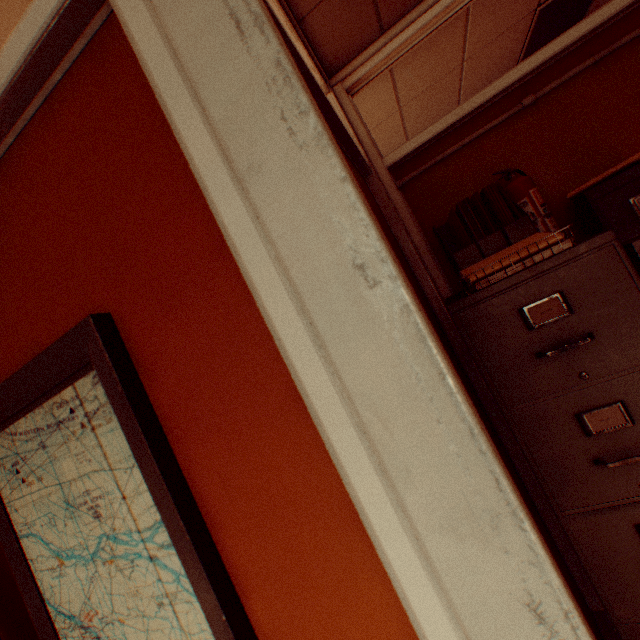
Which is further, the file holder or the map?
the file holder

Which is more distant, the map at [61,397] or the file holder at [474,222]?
the file holder at [474,222]

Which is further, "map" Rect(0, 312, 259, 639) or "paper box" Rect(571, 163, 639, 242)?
"paper box" Rect(571, 163, 639, 242)

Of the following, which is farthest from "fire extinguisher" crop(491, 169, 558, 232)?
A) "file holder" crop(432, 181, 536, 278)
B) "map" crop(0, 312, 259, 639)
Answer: "map" crop(0, 312, 259, 639)

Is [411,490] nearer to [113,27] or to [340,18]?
[113,27]

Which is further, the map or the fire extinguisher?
the fire extinguisher

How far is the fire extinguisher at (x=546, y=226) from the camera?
1.62m

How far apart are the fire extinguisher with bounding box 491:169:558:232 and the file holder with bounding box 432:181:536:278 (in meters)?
0.06
